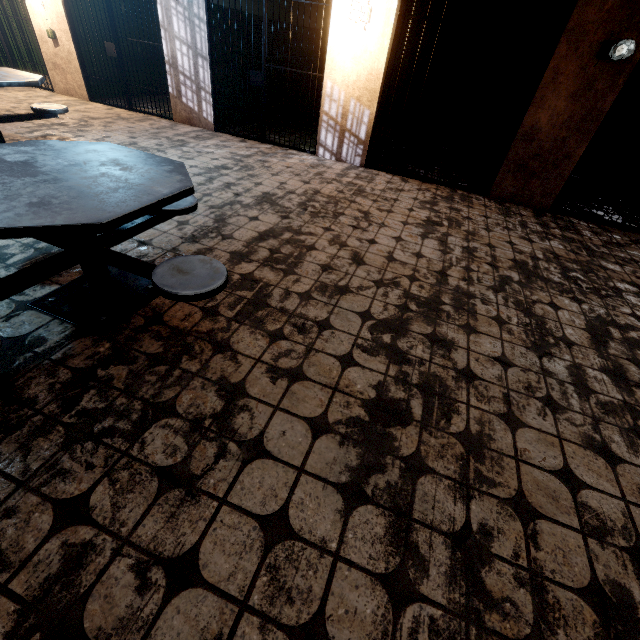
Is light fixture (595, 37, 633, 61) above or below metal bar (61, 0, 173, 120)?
above

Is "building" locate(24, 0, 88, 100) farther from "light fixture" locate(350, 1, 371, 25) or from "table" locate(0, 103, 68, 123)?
"table" locate(0, 103, 68, 123)

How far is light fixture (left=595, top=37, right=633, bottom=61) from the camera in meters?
3.7 m

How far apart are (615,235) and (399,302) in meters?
4.2

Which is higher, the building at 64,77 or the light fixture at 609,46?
the light fixture at 609,46

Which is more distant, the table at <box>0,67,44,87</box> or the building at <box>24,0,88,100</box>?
the building at <box>24,0,88,100</box>

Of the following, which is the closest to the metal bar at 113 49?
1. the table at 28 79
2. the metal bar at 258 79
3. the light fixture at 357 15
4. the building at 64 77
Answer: the building at 64 77

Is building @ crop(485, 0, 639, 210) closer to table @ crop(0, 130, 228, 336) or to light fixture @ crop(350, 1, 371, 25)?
light fixture @ crop(350, 1, 371, 25)
